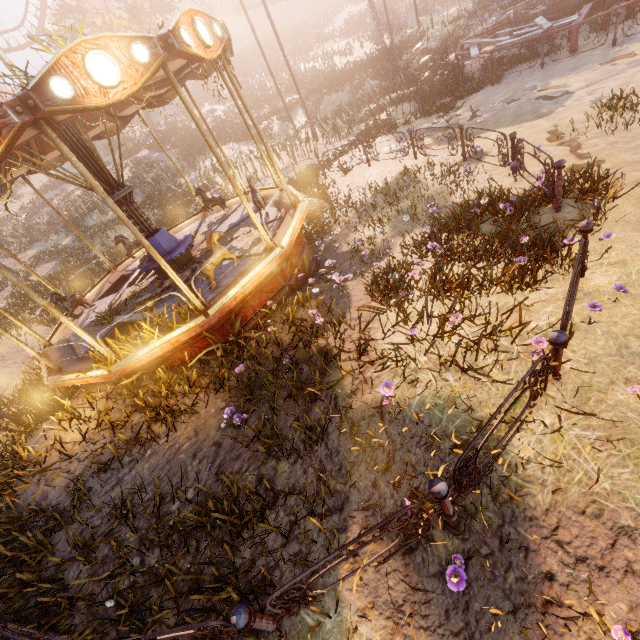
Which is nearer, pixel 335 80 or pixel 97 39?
pixel 97 39

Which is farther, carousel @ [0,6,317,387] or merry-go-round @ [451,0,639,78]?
merry-go-round @ [451,0,639,78]

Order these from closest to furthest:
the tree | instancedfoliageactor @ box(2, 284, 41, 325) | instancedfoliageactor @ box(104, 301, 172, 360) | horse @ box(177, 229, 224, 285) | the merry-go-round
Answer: instancedfoliageactor @ box(104, 301, 172, 360), horse @ box(177, 229, 224, 285), the merry-go-round, instancedfoliageactor @ box(2, 284, 41, 325), the tree

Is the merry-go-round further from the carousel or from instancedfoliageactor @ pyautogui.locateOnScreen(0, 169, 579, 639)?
instancedfoliageactor @ pyautogui.locateOnScreen(0, 169, 579, 639)

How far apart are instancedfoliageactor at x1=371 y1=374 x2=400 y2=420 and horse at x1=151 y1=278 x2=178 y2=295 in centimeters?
520cm

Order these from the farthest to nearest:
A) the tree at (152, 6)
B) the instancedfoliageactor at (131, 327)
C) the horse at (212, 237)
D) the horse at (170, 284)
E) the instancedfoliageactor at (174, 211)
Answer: the tree at (152, 6) → the instancedfoliageactor at (174, 211) → the horse at (170, 284) → the horse at (212, 237) → the instancedfoliageactor at (131, 327)

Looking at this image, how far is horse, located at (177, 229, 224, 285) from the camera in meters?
6.3 m

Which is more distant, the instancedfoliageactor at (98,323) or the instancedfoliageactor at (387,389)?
the instancedfoliageactor at (98,323)
